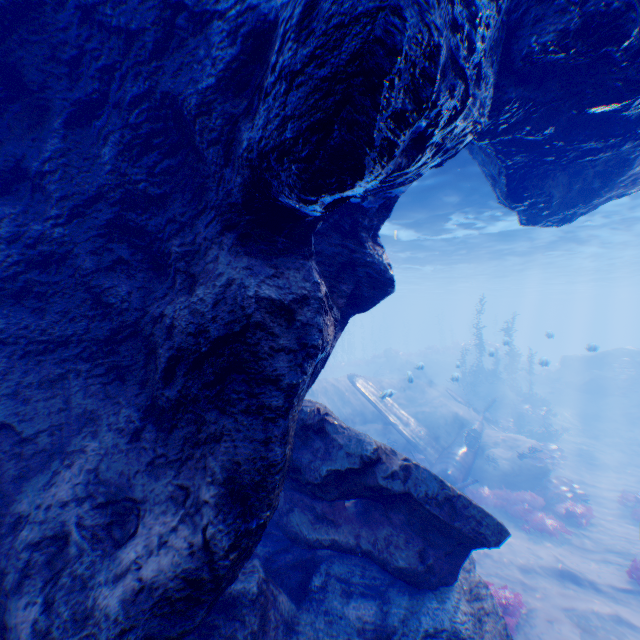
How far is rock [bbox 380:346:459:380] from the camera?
35.5 meters

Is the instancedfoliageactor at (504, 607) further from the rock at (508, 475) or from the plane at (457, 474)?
the plane at (457, 474)

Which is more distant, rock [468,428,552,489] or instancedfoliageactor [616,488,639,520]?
rock [468,428,552,489]

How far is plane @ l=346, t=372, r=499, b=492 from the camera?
13.46m

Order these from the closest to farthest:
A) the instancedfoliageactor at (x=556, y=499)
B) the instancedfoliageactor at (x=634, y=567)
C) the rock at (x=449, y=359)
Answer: the instancedfoliageactor at (x=634, y=567)
the instancedfoliageactor at (x=556, y=499)
the rock at (x=449, y=359)

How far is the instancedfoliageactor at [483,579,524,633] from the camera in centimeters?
715cm

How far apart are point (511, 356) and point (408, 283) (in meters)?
26.32

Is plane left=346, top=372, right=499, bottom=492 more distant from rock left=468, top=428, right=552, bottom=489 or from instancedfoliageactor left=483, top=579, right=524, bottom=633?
instancedfoliageactor left=483, top=579, right=524, bottom=633
